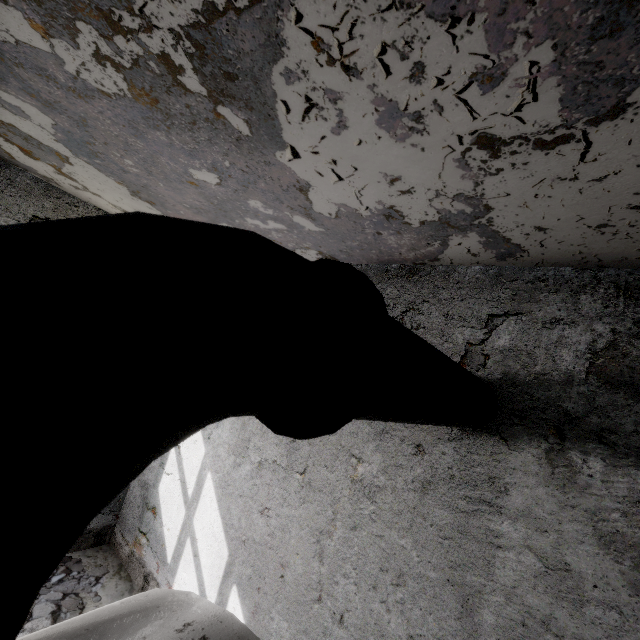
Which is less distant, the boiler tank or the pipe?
the pipe

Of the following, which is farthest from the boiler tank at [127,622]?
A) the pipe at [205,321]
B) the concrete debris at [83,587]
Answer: the pipe at [205,321]

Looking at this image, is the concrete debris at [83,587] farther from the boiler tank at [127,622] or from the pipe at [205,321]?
the pipe at [205,321]

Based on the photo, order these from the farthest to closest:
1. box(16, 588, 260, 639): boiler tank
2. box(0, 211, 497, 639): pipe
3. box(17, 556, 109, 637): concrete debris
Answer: box(17, 556, 109, 637): concrete debris → box(16, 588, 260, 639): boiler tank → box(0, 211, 497, 639): pipe

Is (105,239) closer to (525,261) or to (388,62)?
(388,62)

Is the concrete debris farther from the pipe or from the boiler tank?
the pipe
